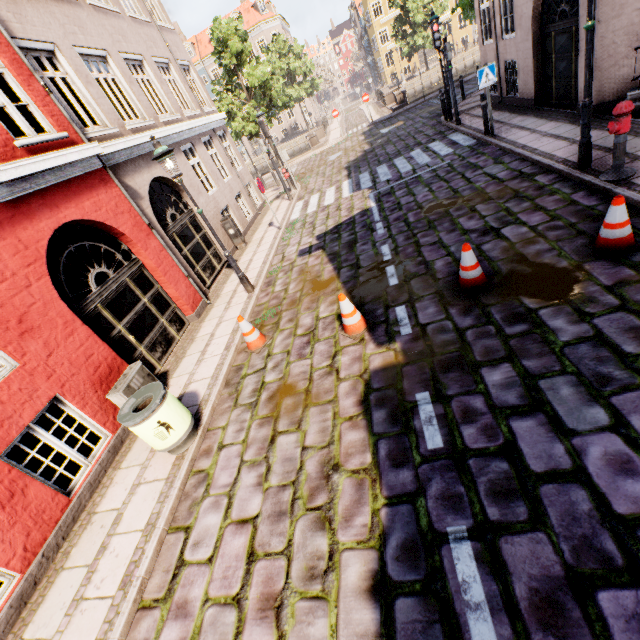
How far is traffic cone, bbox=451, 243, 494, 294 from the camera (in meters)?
4.96

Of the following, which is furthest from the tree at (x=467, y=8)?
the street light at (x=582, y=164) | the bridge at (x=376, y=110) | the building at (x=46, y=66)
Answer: the street light at (x=582, y=164)

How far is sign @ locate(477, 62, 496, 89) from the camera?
9.34m

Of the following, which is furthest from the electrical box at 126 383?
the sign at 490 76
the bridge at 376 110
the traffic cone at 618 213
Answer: the bridge at 376 110

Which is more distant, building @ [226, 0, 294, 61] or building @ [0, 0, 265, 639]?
building @ [226, 0, 294, 61]

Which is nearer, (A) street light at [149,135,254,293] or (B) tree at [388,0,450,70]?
(A) street light at [149,135,254,293]

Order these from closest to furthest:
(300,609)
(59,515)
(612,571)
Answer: (612,571)
(300,609)
(59,515)

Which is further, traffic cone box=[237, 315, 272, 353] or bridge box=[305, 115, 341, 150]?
bridge box=[305, 115, 341, 150]
